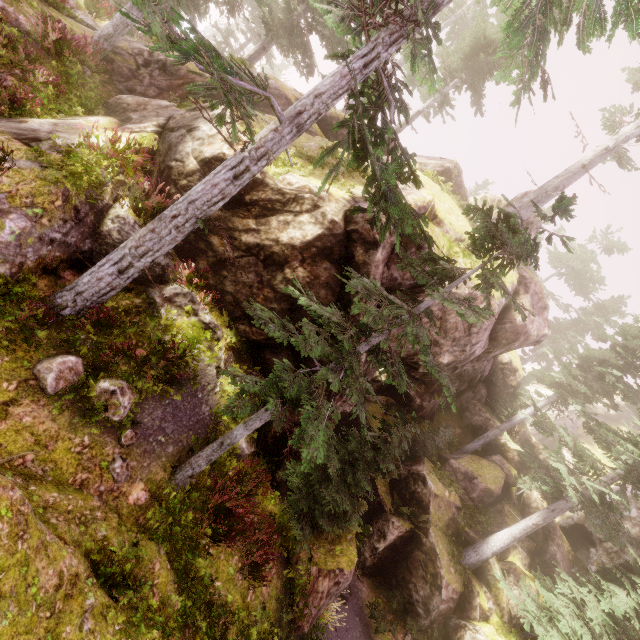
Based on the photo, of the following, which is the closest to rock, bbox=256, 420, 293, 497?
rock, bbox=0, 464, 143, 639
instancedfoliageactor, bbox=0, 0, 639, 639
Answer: instancedfoliageactor, bbox=0, 0, 639, 639

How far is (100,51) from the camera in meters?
11.4

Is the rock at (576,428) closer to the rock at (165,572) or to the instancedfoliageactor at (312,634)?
the instancedfoliageactor at (312,634)

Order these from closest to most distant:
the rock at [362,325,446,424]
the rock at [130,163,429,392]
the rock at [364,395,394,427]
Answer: the rock at [130,163,429,392]
the rock at [362,325,446,424]
the rock at [364,395,394,427]

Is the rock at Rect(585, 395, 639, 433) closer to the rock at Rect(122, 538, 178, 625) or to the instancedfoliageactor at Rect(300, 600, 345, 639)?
the instancedfoliageactor at Rect(300, 600, 345, 639)

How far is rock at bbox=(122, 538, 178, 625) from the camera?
5.8m

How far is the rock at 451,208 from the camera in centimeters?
1032cm
